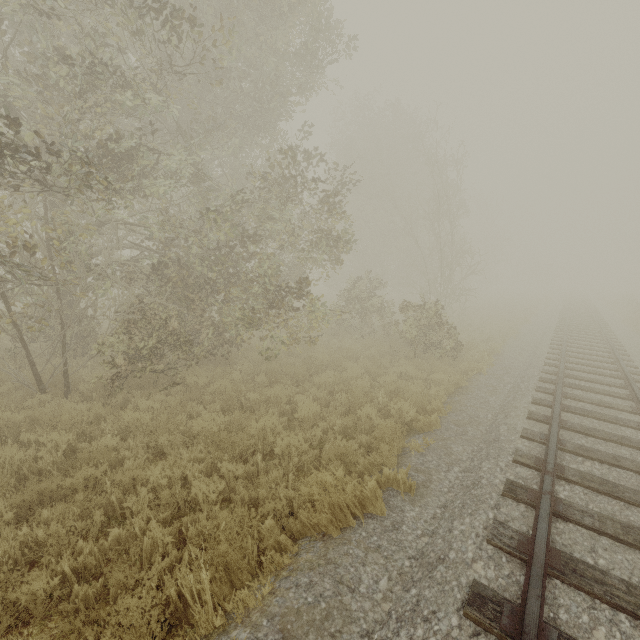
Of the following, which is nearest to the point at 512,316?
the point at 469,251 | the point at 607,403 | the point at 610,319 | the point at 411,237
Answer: the point at 610,319
